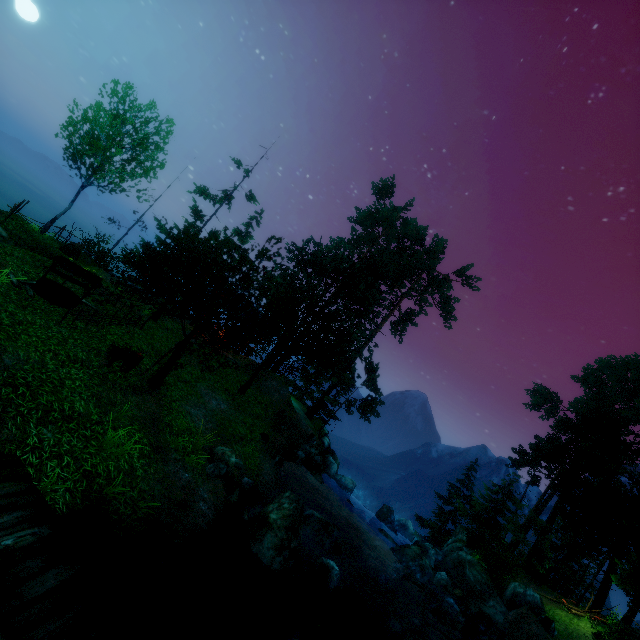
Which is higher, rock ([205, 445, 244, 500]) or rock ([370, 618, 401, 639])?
rock ([205, 445, 244, 500])

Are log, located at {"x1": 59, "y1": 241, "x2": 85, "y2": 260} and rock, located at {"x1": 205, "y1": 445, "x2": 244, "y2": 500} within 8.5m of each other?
no

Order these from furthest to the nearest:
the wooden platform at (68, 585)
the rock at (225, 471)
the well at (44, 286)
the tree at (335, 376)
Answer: the well at (44, 286)
the tree at (335, 376)
the rock at (225, 471)
the wooden platform at (68, 585)

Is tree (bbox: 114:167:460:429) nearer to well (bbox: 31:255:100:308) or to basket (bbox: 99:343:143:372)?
basket (bbox: 99:343:143:372)

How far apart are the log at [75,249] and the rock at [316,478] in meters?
19.1 m

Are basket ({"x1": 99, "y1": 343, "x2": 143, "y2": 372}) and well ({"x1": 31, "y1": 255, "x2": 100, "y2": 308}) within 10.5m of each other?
yes

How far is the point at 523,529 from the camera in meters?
28.1 m

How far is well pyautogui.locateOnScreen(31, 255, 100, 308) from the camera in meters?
12.5
